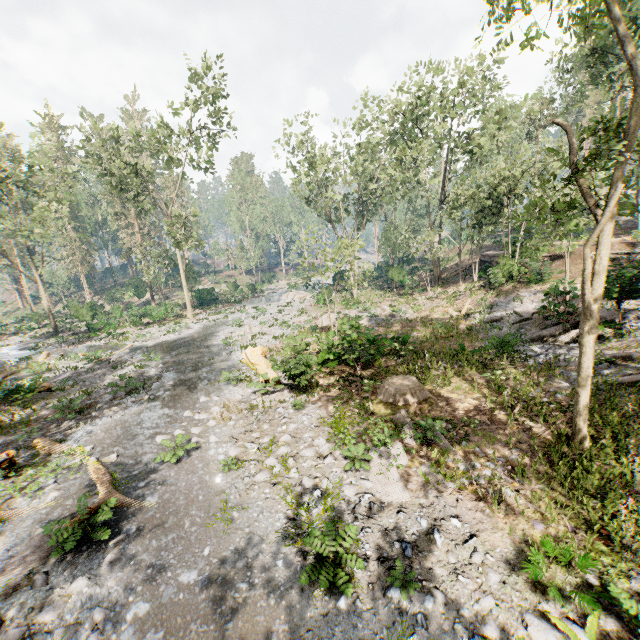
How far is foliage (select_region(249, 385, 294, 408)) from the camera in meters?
12.9 m

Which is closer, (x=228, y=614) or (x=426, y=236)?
(x=228, y=614)

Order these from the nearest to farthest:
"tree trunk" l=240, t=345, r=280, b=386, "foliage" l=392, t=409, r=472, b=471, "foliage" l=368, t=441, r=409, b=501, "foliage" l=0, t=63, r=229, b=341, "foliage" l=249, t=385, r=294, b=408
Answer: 1. "foliage" l=368, t=441, r=409, b=501
2. "foliage" l=392, t=409, r=472, b=471
3. "foliage" l=249, t=385, r=294, b=408
4. "tree trunk" l=240, t=345, r=280, b=386
5. "foliage" l=0, t=63, r=229, b=341

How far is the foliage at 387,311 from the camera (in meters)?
25.41

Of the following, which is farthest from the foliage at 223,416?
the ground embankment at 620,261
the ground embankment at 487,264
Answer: the ground embankment at 620,261

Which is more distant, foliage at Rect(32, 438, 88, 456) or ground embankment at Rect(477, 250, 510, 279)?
ground embankment at Rect(477, 250, 510, 279)

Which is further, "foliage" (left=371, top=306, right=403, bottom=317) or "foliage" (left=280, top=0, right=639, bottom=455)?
"foliage" (left=371, top=306, right=403, bottom=317)
